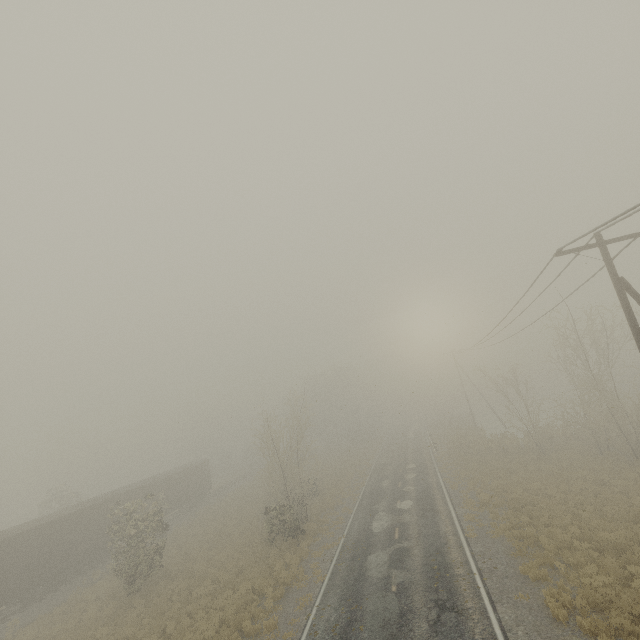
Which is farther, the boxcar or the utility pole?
the boxcar

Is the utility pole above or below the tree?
above

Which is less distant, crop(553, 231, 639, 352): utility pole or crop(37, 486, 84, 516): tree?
crop(553, 231, 639, 352): utility pole

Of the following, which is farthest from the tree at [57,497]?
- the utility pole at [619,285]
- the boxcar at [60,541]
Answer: the utility pole at [619,285]

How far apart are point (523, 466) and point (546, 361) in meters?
9.1 m

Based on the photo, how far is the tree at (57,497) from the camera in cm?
3516

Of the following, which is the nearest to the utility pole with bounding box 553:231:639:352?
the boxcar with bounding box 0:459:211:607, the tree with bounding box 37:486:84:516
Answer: the boxcar with bounding box 0:459:211:607

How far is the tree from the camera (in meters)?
35.16
